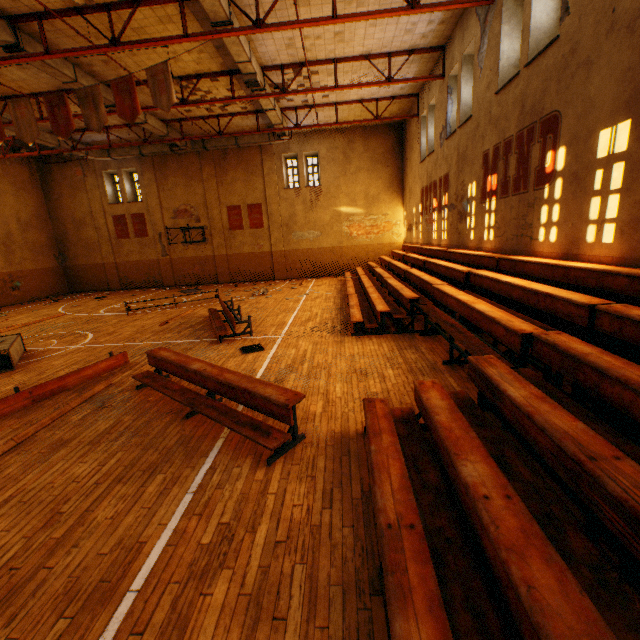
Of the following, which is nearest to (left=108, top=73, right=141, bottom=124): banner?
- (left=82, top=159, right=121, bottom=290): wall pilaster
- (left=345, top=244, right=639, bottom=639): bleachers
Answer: (left=345, top=244, right=639, bottom=639): bleachers

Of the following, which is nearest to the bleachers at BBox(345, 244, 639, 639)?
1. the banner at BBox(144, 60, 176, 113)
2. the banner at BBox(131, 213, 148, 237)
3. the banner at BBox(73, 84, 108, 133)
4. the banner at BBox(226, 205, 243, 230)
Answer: the banner at BBox(144, 60, 176, 113)

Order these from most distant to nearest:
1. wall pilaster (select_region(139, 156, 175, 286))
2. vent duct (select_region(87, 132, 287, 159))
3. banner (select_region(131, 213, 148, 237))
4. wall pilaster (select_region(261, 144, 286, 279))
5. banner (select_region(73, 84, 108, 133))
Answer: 1. banner (select_region(131, 213, 148, 237))
2. wall pilaster (select_region(139, 156, 175, 286))
3. wall pilaster (select_region(261, 144, 286, 279))
4. vent duct (select_region(87, 132, 287, 159))
5. banner (select_region(73, 84, 108, 133))

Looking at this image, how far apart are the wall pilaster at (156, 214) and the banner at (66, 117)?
12.1m

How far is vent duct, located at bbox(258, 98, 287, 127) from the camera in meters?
13.6 m

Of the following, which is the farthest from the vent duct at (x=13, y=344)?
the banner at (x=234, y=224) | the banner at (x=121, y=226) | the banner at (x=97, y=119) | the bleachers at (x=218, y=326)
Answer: the banner at (x=121, y=226)

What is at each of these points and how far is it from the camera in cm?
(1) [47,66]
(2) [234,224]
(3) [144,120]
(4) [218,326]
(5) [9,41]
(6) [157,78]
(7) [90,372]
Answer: (1) vent duct, 987
(2) banner, 2148
(3) vent duct, 1460
(4) bleachers, 941
(5) vent duct, 863
(6) banner, 891
(7) bleachers, 688
